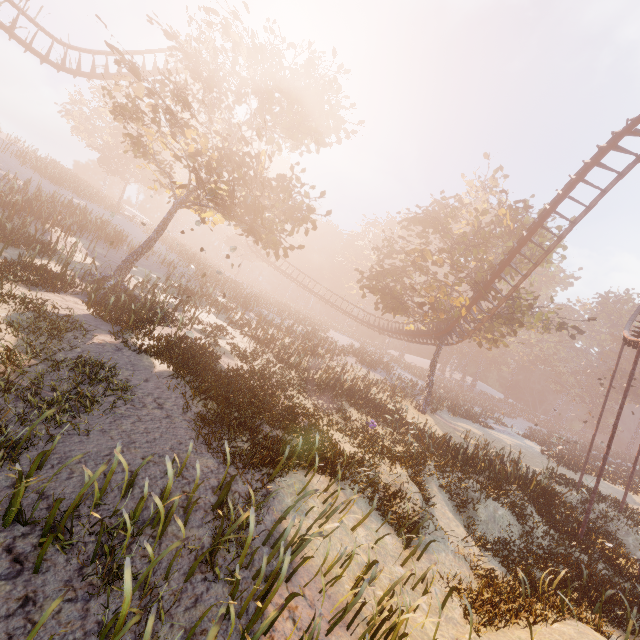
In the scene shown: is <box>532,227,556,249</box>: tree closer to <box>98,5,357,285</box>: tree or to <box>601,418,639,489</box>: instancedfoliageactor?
<box>98,5,357,285</box>: tree

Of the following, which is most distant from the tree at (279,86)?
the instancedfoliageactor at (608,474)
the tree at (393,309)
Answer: the instancedfoliageactor at (608,474)

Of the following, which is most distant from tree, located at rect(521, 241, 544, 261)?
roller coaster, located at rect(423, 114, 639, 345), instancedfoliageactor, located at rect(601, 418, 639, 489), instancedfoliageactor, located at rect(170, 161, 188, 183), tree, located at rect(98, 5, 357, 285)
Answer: instancedfoliageactor, located at rect(170, 161, 188, 183)

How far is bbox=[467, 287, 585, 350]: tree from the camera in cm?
2198

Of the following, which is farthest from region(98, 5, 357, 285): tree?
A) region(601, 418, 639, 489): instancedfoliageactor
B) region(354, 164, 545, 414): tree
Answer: region(601, 418, 639, 489): instancedfoliageactor

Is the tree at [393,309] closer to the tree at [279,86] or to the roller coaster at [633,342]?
the roller coaster at [633,342]

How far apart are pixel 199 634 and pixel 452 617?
6.9 meters
